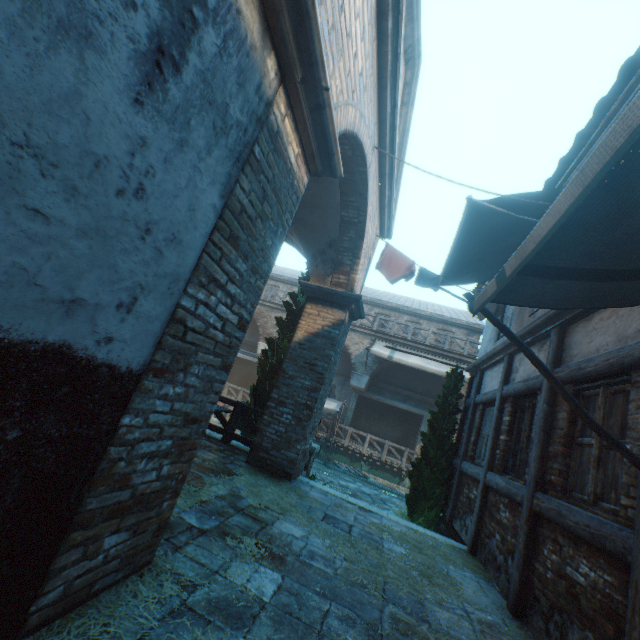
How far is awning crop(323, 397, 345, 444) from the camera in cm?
1593

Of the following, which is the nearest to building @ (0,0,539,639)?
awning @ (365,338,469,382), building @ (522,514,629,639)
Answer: awning @ (365,338,469,382)

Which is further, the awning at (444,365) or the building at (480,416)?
the awning at (444,365)

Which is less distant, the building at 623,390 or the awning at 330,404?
the building at 623,390

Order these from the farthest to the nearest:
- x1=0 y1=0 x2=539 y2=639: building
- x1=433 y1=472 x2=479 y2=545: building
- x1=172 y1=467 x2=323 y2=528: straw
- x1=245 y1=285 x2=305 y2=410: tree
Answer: x1=245 y1=285 x2=305 y2=410: tree
x1=433 y1=472 x2=479 y2=545: building
x1=172 y1=467 x2=323 y2=528: straw
x1=0 y1=0 x2=539 y2=639: building

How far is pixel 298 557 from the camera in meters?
3.4 m

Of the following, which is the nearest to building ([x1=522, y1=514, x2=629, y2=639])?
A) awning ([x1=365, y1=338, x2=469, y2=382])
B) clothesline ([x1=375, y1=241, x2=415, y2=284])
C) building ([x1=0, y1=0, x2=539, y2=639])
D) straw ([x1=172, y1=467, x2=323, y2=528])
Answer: straw ([x1=172, y1=467, x2=323, y2=528])

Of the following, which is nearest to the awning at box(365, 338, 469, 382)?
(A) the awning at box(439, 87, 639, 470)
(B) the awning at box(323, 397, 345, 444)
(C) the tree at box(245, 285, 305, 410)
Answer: (B) the awning at box(323, 397, 345, 444)
